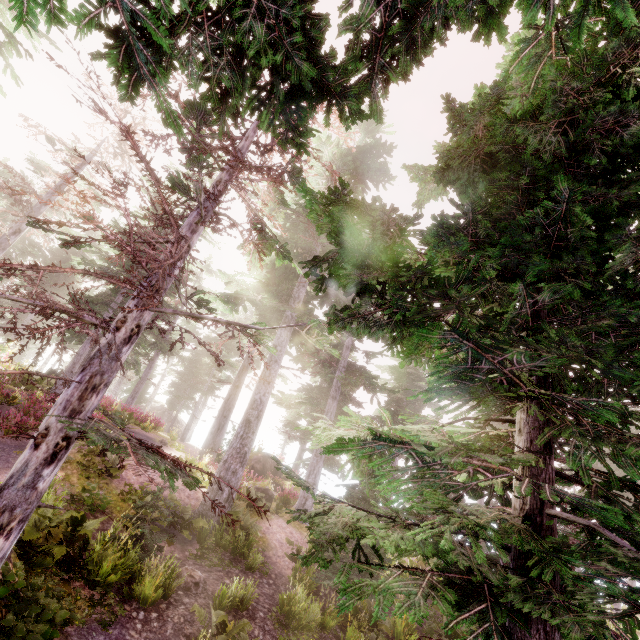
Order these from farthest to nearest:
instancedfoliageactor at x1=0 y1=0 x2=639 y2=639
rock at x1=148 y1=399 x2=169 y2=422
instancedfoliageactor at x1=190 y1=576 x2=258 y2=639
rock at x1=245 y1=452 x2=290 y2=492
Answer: rock at x1=148 y1=399 x2=169 y2=422
rock at x1=245 y1=452 x2=290 y2=492
instancedfoliageactor at x1=190 y1=576 x2=258 y2=639
instancedfoliageactor at x1=0 y1=0 x2=639 y2=639

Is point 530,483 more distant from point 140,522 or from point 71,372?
point 71,372

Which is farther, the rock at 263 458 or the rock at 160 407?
the rock at 160 407

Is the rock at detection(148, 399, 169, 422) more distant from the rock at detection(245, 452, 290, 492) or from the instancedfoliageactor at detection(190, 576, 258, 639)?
the rock at detection(245, 452, 290, 492)

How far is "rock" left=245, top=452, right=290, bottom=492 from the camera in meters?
24.7

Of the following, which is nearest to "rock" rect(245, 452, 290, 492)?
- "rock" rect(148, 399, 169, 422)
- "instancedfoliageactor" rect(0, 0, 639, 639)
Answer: "instancedfoliageactor" rect(0, 0, 639, 639)

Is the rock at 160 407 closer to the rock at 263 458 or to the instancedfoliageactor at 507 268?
the instancedfoliageactor at 507 268

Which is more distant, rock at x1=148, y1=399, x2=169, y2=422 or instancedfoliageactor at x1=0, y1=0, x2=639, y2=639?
rock at x1=148, y1=399, x2=169, y2=422
